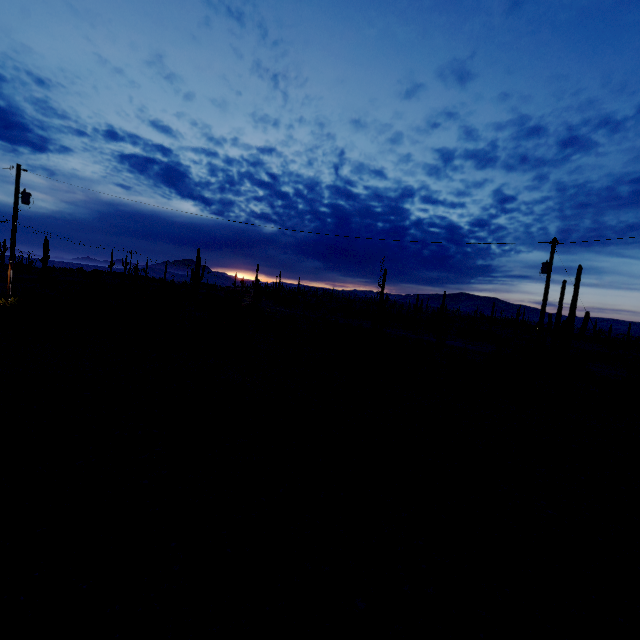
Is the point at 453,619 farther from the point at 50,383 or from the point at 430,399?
the point at 50,383
